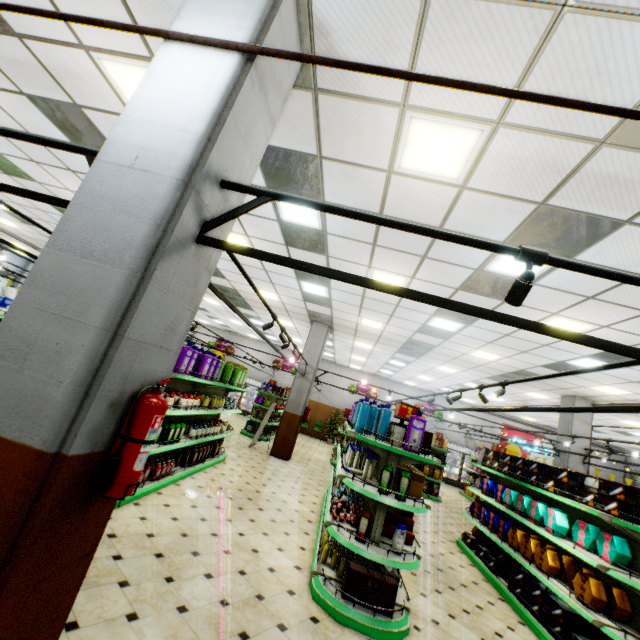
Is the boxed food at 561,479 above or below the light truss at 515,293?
below

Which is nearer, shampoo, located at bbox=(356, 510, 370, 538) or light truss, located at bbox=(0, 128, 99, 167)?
light truss, located at bbox=(0, 128, 99, 167)

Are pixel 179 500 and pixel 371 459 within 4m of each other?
yes

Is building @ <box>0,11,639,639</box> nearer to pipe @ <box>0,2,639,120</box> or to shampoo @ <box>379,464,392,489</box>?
pipe @ <box>0,2,639,120</box>

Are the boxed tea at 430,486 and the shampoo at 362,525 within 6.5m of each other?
no

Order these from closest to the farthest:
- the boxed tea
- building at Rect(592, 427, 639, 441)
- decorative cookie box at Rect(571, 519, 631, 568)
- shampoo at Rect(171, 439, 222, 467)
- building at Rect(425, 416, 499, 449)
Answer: decorative cookie box at Rect(571, 519, 631, 568)
shampoo at Rect(171, 439, 222, 467)
the boxed tea
building at Rect(592, 427, 639, 441)
building at Rect(425, 416, 499, 449)

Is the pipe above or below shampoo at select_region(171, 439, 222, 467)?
above

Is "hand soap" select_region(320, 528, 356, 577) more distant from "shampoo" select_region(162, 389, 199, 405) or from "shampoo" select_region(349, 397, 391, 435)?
"shampoo" select_region(162, 389, 199, 405)
